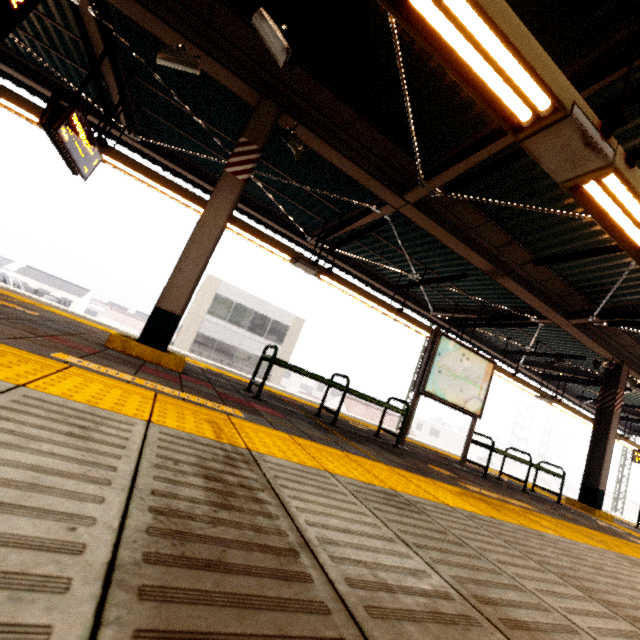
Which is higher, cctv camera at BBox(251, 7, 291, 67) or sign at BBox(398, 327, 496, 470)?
cctv camera at BBox(251, 7, 291, 67)

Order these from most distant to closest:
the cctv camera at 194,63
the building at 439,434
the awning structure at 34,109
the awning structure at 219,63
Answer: the building at 439,434
the awning structure at 34,109
the cctv camera at 194,63
the awning structure at 219,63

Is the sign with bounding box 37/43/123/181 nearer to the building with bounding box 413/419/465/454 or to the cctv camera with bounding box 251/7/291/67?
the cctv camera with bounding box 251/7/291/67

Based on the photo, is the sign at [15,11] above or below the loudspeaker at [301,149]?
below

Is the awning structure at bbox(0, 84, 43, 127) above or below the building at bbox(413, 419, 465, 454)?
above

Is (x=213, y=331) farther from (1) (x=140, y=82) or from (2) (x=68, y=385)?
(2) (x=68, y=385)

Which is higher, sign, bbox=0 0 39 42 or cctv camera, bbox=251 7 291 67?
cctv camera, bbox=251 7 291 67

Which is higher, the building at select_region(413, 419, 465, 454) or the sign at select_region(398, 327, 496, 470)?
the sign at select_region(398, 327, 496, 470)
